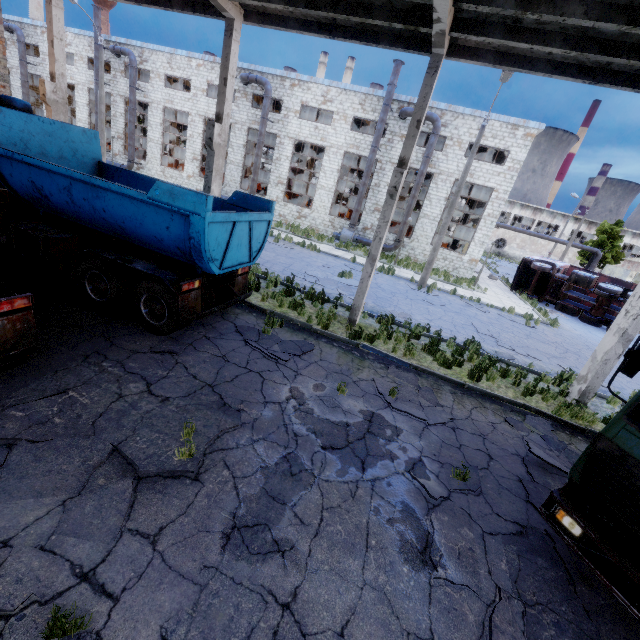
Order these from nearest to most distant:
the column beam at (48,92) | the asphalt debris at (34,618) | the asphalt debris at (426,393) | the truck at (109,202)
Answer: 1. the asphalt debris at (34,618)
2. the truck at (109,202)
3. the asphalt debris at (426,393)
4. the column beam at (48,92)

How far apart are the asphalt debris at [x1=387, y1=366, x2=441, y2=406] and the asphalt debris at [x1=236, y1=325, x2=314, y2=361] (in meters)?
1.70

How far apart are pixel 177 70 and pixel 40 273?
29.20m

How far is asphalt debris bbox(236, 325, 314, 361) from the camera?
7.7 meters

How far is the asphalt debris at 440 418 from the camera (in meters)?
6.80

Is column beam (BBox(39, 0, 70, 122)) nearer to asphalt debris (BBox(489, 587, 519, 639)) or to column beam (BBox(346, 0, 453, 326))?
column beam (BBox(346, 0, 453, 326))

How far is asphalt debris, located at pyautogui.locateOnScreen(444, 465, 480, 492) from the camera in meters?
5.3 m

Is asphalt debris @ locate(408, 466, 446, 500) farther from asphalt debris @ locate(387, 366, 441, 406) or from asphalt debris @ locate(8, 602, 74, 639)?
asphalt debris @ locate(8, 602, 74, 639)
